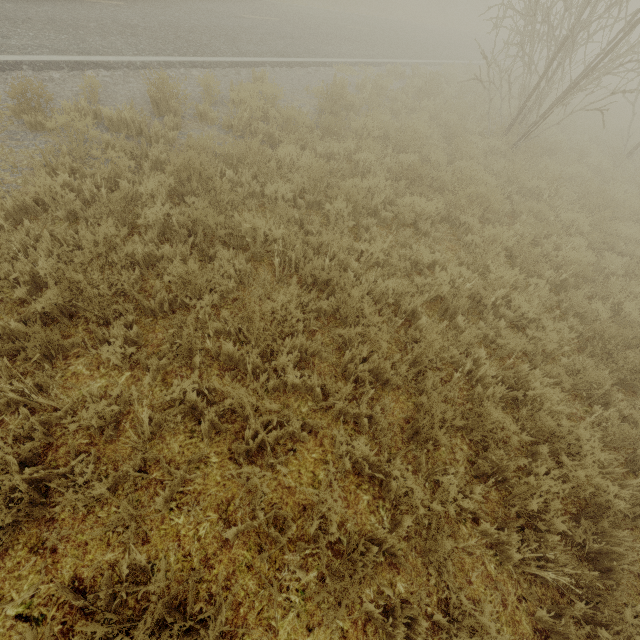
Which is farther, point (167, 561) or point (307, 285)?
point (307, 285)
